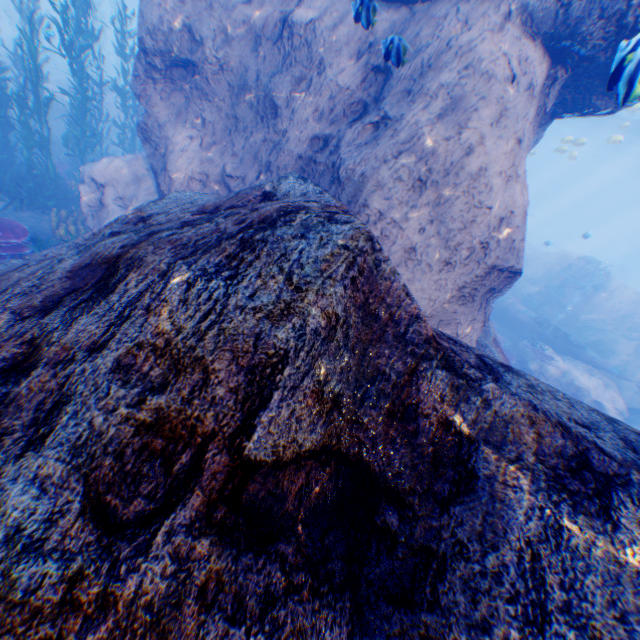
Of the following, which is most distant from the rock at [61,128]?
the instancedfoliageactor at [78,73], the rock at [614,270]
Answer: the rock at [614,270]

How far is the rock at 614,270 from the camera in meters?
38.7 m

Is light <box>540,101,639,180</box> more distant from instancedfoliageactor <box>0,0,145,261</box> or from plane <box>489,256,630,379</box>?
instancedfoliageactor <box>0,0,145,261</box>

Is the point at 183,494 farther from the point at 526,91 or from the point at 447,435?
the point at 526,91

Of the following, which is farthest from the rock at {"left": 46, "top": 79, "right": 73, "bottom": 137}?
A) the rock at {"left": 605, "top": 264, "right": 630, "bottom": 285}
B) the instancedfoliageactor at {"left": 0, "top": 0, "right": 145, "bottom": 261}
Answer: the rock at {"left": 605, "top": 264, "right": 630, "bottom": 285}

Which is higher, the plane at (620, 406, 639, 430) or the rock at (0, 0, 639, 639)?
the rock at (0, 0, 639, 639)
